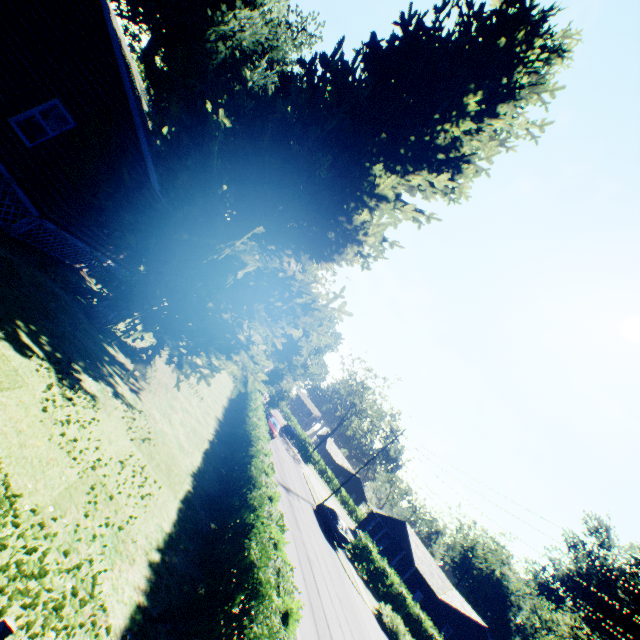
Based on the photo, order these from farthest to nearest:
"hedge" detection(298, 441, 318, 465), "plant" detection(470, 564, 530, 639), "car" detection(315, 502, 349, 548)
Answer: "plant" detection(470, 564, 530, 639) → "hedge" detection(298, 441, 318, 465) → "car" detection(315, 502, 349, 548)

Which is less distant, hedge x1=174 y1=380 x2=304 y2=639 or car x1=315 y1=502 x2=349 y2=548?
hedge x1=174 y1=380 x2=304 y2=639

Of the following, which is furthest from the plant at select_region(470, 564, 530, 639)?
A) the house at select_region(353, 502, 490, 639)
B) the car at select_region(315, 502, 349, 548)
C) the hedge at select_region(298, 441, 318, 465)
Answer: the house at select_region(353, 502, 490, 639)

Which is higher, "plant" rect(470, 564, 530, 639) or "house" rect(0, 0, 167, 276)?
"plant" rect(470, 564, 530, 639)

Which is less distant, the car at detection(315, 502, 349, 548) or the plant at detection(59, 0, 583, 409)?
the plant at detection(59, 0, 583, 409)

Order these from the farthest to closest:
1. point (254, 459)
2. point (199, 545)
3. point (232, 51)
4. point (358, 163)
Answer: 1. point (232, 51)
2. point (254, 459)
3. point (358, 163)
4. point (199, 545)

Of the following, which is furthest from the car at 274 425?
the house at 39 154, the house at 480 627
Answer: the house at 480 627

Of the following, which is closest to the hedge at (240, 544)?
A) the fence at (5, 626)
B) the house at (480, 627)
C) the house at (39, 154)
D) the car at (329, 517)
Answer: the fence at (5, 626)
